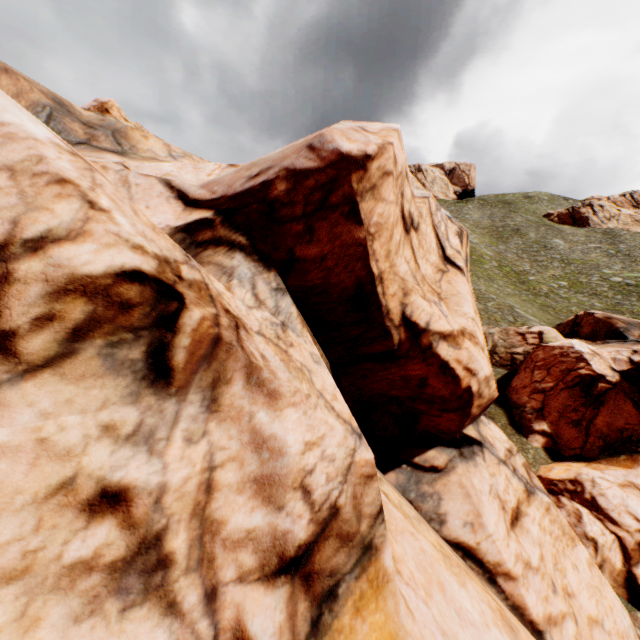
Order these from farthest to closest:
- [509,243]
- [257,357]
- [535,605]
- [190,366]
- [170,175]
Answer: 1. [509,243]
2. [170,175]
3. [535,605]
4. [257,357]
5. [190,366]

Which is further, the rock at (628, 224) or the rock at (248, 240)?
the rock at (628, 224)

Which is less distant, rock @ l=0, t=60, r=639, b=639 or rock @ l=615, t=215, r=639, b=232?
rock @ l=0, t=60, r=639, b=639

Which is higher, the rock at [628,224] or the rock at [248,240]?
the rock at [628,224]

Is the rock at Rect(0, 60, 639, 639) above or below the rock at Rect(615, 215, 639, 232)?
below
